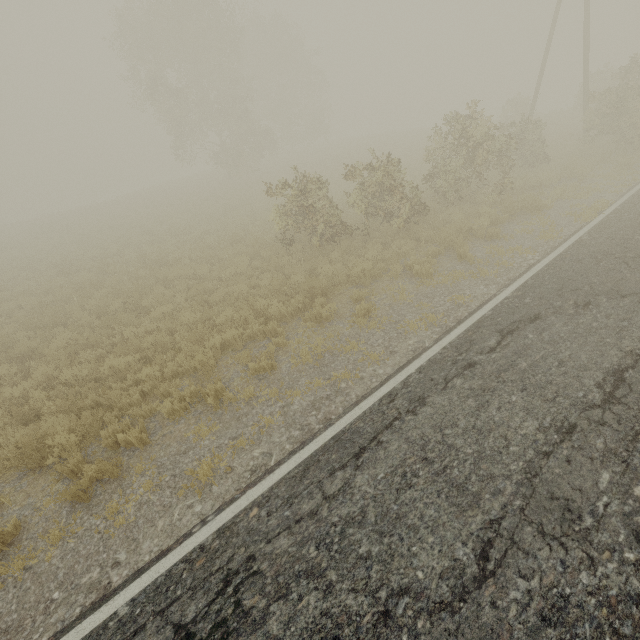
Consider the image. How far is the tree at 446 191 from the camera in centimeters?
1214cm

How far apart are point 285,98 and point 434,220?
31.44m

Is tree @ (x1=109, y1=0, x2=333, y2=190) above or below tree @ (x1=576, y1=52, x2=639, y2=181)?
above

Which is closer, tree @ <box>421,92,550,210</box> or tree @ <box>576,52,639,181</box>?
tree @ <box>421,92,550,210</box>

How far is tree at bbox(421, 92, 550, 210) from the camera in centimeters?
1214cm

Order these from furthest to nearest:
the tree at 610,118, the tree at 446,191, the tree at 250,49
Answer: the tree at 250,49 → the tree at 610,118 → the tree at 446,191

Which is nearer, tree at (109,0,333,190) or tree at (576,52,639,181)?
tree at (576,52,639,181)

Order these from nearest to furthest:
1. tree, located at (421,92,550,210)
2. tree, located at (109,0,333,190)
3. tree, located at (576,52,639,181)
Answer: tree, located at (421,92,550,210), tree, located at (576,52,639,181), tree, located at (109,0,333,190)
